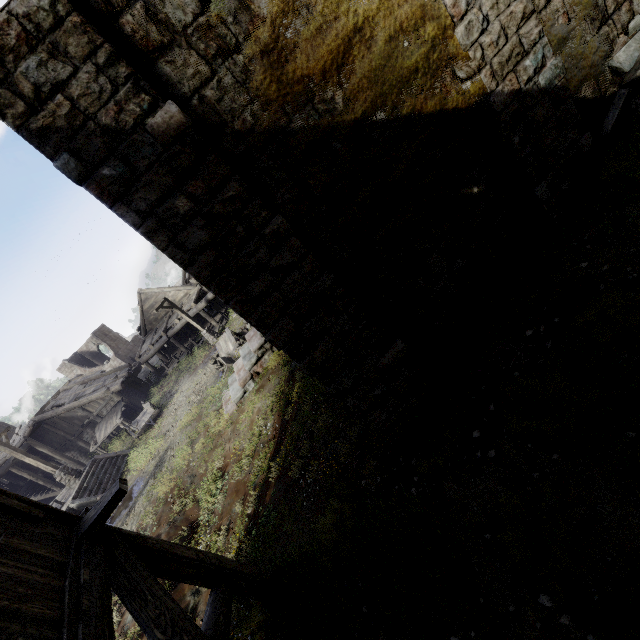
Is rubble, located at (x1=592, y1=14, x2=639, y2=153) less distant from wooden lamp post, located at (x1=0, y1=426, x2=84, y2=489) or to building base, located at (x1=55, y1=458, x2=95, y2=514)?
building base, located at (x1=55, y1=458, x2=95, y2=514)

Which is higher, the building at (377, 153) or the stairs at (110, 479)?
the building at (377, 153)

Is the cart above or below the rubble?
below

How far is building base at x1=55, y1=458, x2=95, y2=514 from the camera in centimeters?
1595cm

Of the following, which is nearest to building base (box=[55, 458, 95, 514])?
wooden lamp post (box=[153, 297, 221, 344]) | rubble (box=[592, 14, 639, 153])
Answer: wooden lamp post (box=[153, 297, 221, 344])

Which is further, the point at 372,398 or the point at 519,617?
the point at 372,398

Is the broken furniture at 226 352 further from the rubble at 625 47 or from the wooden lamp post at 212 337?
the rubble at 625 47

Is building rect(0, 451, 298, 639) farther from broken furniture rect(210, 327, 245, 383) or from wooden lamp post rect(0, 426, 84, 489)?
wooden lamp post rect(0, 426, 84, 489)
